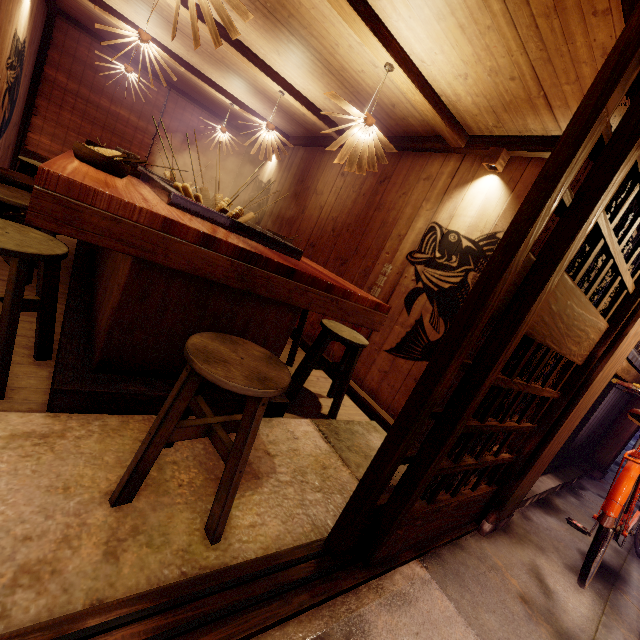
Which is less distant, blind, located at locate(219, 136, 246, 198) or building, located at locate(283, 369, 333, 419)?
building, located at locate(283, 369, 333, 419)

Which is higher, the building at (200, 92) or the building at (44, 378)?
the building at (200, 92)

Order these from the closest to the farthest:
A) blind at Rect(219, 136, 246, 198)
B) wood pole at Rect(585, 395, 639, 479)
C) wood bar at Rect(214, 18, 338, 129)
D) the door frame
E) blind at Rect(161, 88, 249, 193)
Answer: the door frame
wood bar at Rect(214, 18, 338, 129)
wood pole at Rect(585, 395, 639, 479)
blind at Rect(161, 88, 249, 193)
blind at Rect(219, 136, 246, 198)

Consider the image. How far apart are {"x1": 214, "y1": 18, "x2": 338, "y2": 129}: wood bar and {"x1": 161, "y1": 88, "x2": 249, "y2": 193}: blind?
7.0 meters

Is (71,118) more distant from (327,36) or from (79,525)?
(79,525)

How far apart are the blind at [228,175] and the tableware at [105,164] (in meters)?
10.25

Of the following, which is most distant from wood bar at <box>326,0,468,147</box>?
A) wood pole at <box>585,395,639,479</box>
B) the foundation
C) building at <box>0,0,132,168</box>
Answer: wood pole at <box>585,395,639,479</box>

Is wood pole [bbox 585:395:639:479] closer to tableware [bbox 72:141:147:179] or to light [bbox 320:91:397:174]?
light [bbox 320:91:397:174]
